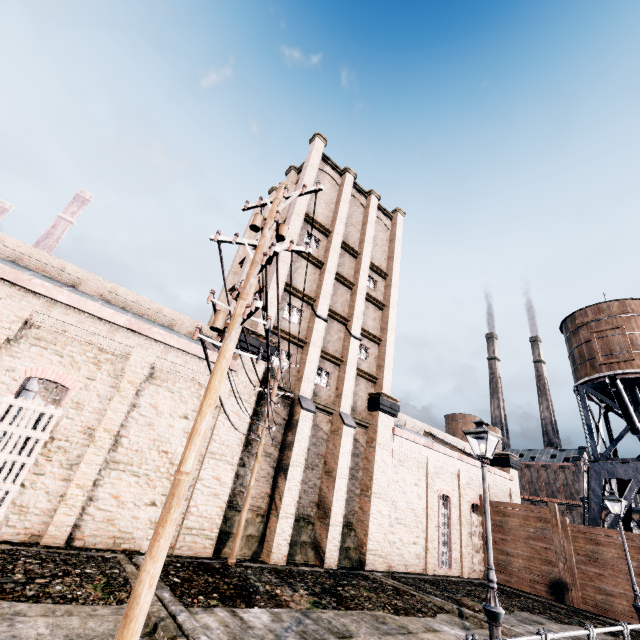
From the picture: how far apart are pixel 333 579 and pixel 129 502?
9.2 meters

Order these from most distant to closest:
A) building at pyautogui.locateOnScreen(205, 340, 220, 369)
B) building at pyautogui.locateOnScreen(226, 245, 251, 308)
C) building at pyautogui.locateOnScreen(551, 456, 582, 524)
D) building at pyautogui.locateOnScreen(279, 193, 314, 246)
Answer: building at pyautogui.locateOnScreen(551, 456, 582, 524), building at pyautogui.locateOnScreen(226, 245, 251, 308), building at pyautogui.locateOnScreen(279, 193, 314, 246), building at pyautogui.locateOnScreen(205, 340, 220, 369)

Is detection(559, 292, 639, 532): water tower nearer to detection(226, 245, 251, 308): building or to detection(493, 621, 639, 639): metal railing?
detection(493, 621, 639, 639): metal railing

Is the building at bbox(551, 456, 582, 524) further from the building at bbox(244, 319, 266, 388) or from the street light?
the street light

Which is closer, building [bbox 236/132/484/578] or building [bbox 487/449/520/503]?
building [bbox 236/132/484/578]

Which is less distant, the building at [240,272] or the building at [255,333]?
the building at [255,333]

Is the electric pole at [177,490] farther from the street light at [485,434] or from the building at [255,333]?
the street light at [485,434]

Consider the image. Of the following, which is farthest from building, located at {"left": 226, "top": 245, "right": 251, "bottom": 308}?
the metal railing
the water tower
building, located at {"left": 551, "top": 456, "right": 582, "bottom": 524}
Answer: building, located at {"left": 551, "top": 456, "right": 582, "bottom": 524}
